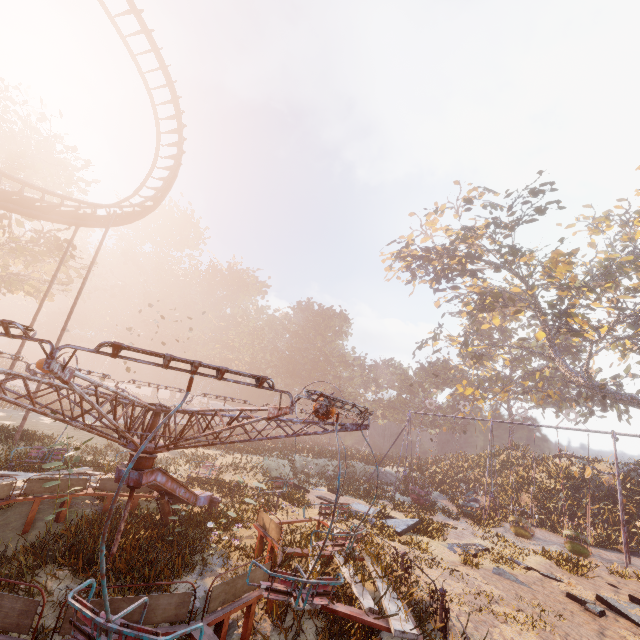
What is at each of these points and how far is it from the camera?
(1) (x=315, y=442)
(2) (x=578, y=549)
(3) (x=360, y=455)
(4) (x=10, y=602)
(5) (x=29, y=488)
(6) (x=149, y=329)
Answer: (1) instancedfoliageactor, 47.6m
(2) swing, 15.4m
(3) instancedfoliageactor, 34.4m
(4) merry-go-round, 3.8m
(5) merry-go-round, 8.1m
(6) instancedfoliageactor, 56.0m

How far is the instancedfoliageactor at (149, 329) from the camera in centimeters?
5578cm

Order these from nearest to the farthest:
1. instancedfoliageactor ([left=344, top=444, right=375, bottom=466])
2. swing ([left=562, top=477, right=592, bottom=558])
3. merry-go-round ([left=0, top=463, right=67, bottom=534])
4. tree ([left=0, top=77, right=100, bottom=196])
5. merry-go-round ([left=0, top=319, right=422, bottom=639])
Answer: merry-go-round ([left=0, top=319, right=422, bottom=639]) → merry-go-round ([left=0, top=463, right=67, bottom=534]) → swing ([left=562, top=477, right=592, bottom=558]) → tree ([left=0, top=77, right=100, bottom=196]) → instancedfoliageactor ([left=344, top=444, right=375, bottom=466])

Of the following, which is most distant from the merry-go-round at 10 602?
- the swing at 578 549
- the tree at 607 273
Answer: the tree at 607 273

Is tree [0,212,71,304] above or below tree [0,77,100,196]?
below

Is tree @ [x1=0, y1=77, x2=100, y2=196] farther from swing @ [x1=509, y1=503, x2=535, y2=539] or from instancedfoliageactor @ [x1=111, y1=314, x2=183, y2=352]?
swing @ [x1=509, y1=503, x2=535, y2=539]

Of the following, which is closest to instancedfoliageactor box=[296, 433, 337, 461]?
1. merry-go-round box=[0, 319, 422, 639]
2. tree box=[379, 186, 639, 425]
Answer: merry-go-round box=[0, 319, 422, 639]

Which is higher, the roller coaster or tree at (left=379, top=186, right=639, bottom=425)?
tree at (left=379, top=186, right=639, bottom=425)
